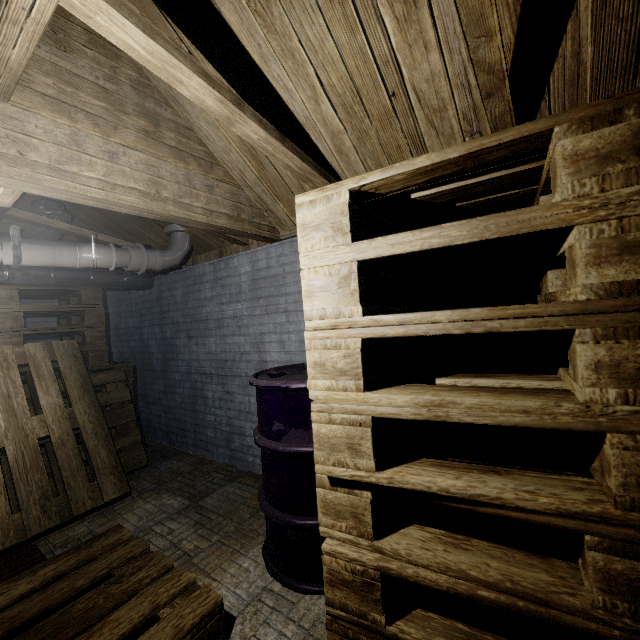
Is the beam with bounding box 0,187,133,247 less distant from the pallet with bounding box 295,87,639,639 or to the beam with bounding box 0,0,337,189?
the beam with bounding box 0,0,337,189

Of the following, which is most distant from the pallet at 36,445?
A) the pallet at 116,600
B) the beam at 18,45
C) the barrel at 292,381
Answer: the beam at 18,45

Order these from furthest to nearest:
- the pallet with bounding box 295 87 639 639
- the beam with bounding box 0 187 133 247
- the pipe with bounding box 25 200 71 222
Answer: the pipe with bounding box 25 200 71 222, the beam with bounding box 0 187 133 247, the pallet with bounding box 295 87 639 639

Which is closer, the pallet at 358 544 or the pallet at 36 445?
the pallet at 358 544

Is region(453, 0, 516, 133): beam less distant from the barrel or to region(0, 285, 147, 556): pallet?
the barrel

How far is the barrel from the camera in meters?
1.6 m

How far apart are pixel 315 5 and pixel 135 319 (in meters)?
3.90
